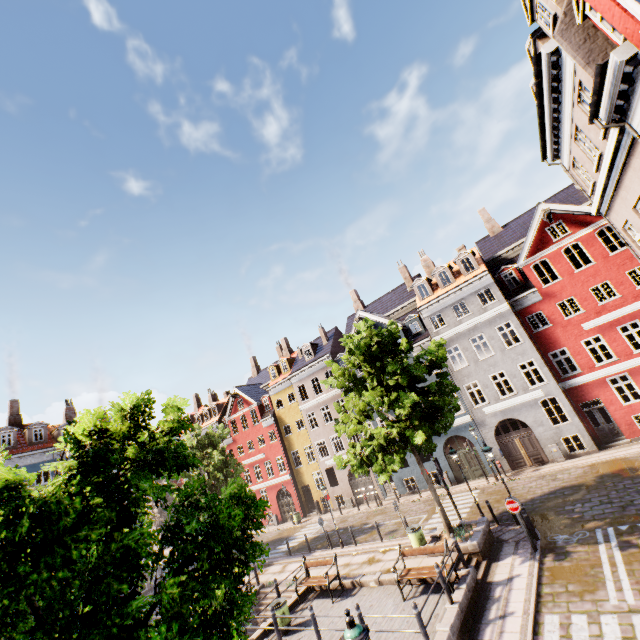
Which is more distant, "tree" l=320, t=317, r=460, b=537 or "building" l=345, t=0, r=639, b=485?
"tree" l=320, t=317, r=460, b=537

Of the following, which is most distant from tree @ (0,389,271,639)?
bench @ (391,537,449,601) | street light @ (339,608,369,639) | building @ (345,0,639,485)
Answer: building @ (345,0,639,485)

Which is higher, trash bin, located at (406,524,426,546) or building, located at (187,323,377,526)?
building, located at (187,323,377,526)

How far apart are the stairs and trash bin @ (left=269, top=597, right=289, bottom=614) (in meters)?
6.41

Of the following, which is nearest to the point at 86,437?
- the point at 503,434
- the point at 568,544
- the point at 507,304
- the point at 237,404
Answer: the point at 568,544

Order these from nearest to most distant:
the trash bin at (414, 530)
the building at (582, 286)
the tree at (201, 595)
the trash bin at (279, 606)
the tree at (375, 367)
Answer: the tree at (201, 595), the building at (582, 286), the trash bin at (279, 606), the tree at (375, 367), the trash bin at (414, 530)

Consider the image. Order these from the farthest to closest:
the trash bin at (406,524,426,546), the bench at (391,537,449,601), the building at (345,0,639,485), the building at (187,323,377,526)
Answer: the building at (187,323,377,526) → the trash bin at (406,524,426,546) → the bench at (391,537,449,601) → the building at (345,0,639,485)

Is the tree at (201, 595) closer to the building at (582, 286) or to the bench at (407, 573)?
the bench at (407, 573)
